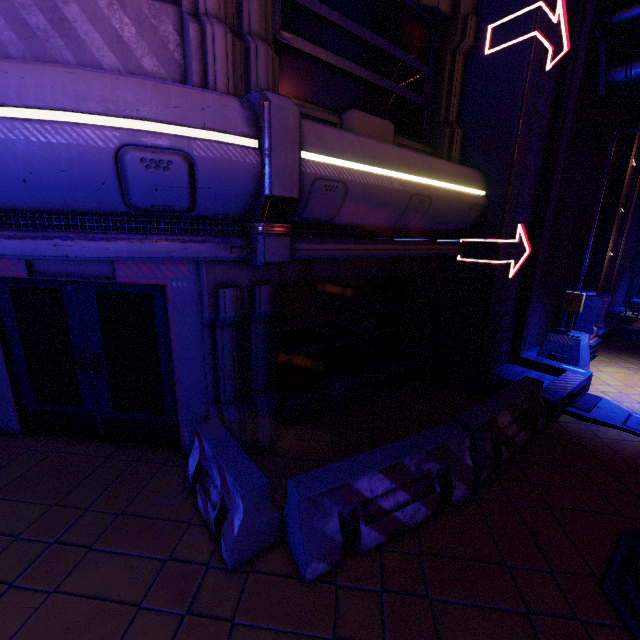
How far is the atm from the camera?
8.67m

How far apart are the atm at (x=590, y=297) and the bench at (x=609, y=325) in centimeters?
35cm

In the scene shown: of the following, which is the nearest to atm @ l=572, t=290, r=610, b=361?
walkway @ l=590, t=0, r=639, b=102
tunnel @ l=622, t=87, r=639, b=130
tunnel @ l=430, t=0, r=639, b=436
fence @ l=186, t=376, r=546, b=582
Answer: tunnel @ l=430, t=0, r=639, b=436

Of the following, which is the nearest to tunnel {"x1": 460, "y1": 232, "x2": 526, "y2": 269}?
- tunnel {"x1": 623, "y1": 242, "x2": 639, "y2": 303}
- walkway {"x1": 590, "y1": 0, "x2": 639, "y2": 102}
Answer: walkway {"x1": 590, "y1": 0, "x2": 639, "y2": 102}

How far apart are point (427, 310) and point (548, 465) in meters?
3.7

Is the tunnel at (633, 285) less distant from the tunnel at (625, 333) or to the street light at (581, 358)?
the tunnel at (625, 333)

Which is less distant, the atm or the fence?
the fence

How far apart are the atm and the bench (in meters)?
0.35
